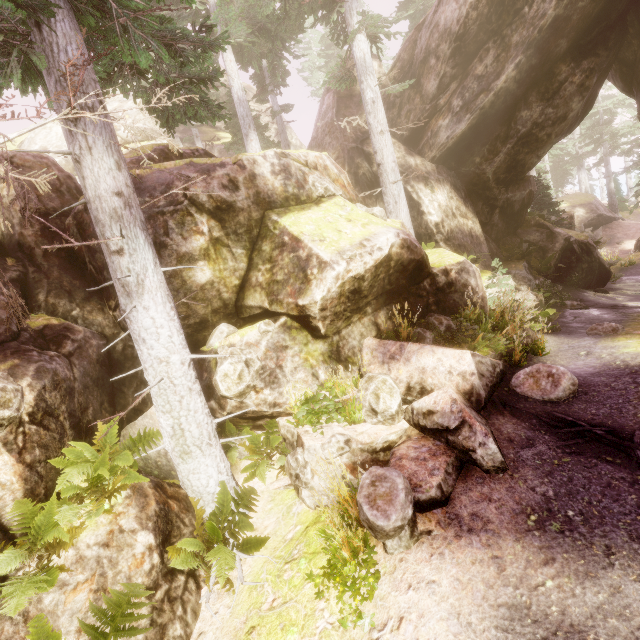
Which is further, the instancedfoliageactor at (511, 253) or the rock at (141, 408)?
the instancedfoliageactor at (511, 253)

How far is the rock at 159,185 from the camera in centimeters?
703cm

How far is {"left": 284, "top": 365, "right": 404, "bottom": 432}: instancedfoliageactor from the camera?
5.9 meters

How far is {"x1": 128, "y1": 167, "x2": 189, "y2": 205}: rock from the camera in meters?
7.0 m

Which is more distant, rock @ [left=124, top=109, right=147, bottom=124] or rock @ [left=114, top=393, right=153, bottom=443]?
rock @ [left=124, top=109, right=147, bottom=124]

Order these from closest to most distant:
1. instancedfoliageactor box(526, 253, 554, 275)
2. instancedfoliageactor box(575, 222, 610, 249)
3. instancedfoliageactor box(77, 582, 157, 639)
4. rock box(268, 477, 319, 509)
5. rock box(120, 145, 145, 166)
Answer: instancedfoliageactor box(77, 582, 157, 639)
rock box(268, 477, 319, 509)
rock box(120, 145, 145, 166)
instancedfoliageactor box(526, 253, 554, 275)
instancedfoliageactor box(575, 222, 610, 249)

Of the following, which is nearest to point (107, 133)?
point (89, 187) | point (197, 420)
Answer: point (89, 187)
